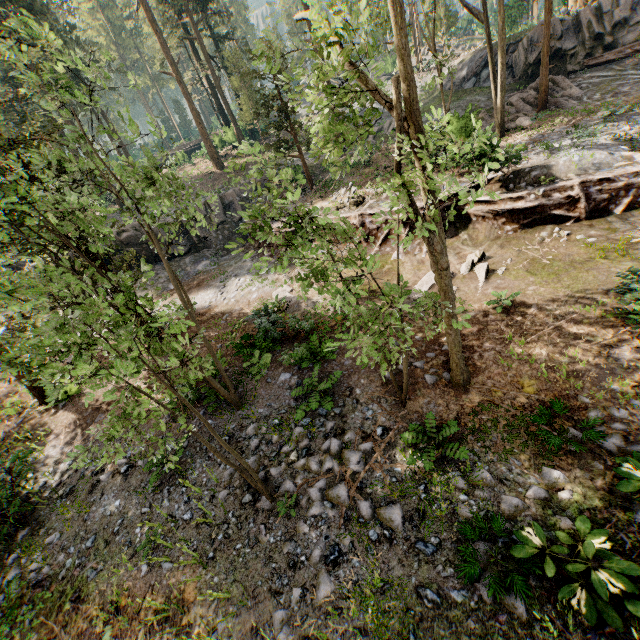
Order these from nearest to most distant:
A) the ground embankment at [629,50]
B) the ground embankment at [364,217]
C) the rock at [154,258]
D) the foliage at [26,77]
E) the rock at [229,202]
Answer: the foliage at [26,77]
the ground embankment at [364,217]
the ground embankment at [629,50]
the rock at [154,258]
the rock at [229,202]

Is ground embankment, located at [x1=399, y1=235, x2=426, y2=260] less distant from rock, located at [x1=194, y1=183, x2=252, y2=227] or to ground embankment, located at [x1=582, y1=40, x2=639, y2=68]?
rock, located at [x1=194, y1=183, x2=252, y2=227]

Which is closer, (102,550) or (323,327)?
(102,550)

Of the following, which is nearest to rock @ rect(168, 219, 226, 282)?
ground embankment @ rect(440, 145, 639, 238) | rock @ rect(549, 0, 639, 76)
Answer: ground embankment @ rect(440, 145, 639, 238)

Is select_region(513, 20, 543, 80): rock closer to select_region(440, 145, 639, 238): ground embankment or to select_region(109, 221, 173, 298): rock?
select_region(440, 145, 639, 238): ground embankment

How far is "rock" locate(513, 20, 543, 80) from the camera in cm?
2324

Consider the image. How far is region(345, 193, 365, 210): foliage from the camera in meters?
17.6

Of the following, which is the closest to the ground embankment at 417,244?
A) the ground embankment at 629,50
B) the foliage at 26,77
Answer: the foliage at 26,77
